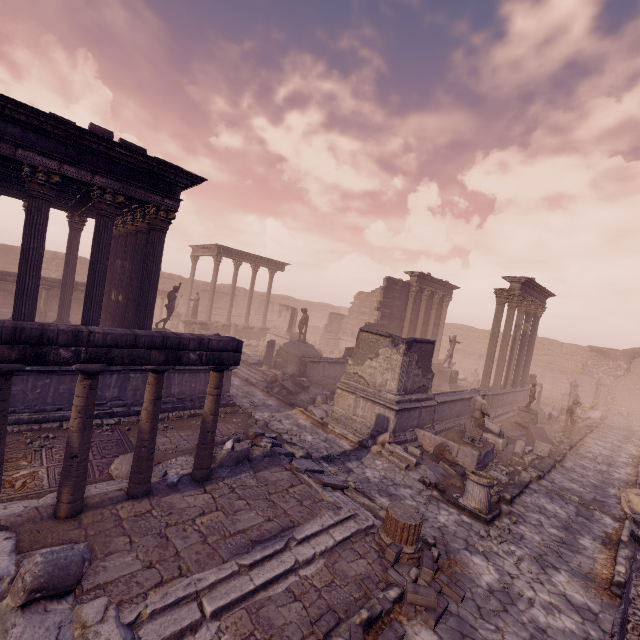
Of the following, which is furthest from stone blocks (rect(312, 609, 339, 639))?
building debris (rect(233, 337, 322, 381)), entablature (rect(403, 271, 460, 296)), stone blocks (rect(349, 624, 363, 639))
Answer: entablature (rect(403, 271, 460, 296))

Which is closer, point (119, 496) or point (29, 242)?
point (119, 496)

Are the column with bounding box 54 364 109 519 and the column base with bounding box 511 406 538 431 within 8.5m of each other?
no

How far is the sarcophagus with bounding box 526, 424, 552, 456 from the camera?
13.33m

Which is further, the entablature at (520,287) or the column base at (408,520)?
the entablature at (520,287)

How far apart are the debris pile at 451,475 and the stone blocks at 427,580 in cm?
297

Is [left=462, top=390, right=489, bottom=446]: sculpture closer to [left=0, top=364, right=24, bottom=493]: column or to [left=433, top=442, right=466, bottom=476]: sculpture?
[left=433, top=442, right=466, bottom=476]: sculpture

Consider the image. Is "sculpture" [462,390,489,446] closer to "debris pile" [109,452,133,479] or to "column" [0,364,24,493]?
"debris pile" [109,452,133,479]
